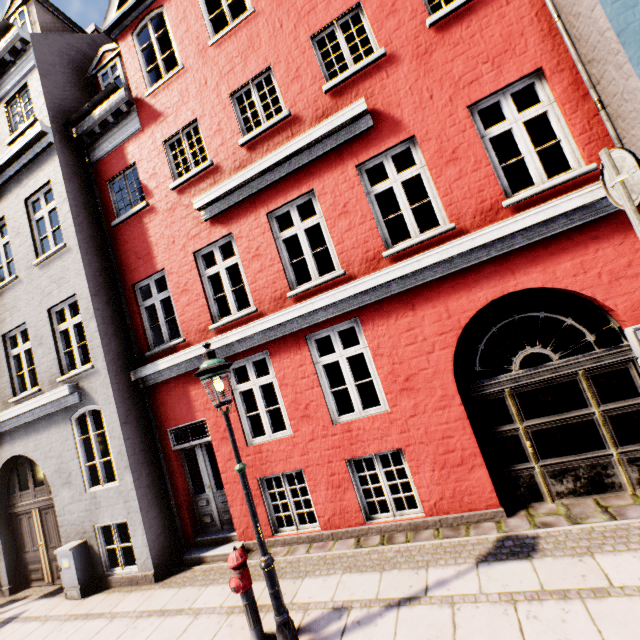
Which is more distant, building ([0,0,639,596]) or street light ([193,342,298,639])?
building ([0,0,639,596])

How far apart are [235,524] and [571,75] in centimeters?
992cm

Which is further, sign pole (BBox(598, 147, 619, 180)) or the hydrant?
the hydrant

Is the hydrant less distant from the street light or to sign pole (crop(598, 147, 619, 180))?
the street light

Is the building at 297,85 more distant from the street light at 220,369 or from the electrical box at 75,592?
the street light at 220,369

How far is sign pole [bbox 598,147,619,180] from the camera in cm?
276

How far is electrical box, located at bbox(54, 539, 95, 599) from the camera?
6.89m

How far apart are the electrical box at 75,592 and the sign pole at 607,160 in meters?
10.7
